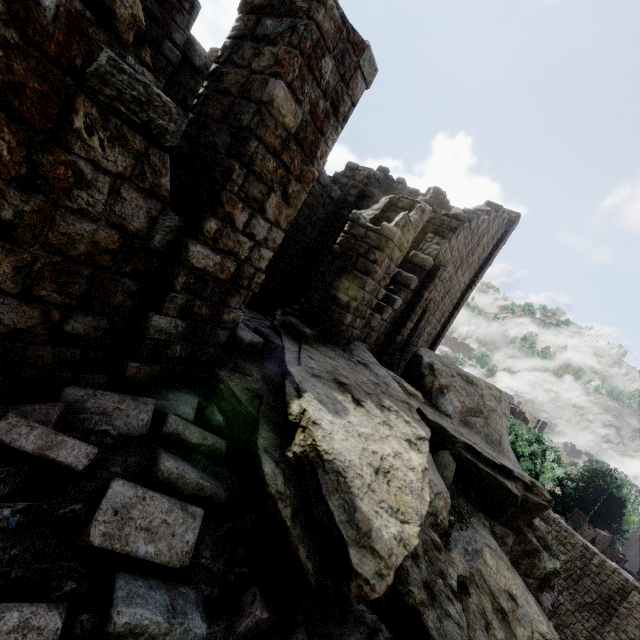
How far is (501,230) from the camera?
19.31m

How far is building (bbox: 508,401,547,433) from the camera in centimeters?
4597cm

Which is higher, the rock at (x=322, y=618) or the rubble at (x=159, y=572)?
the rubble at (x=159, y=572)

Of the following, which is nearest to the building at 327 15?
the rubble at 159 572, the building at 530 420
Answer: the rubble at 159 572

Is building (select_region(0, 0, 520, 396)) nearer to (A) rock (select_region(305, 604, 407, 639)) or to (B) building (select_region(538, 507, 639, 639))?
(A) rock (select_region(305, 604, 407, 639))

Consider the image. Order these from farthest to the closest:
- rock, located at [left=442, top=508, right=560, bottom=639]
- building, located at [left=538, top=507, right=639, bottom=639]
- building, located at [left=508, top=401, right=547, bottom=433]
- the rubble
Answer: building, located at [left=508, top=401, right=547, bottom=433] < building, located at [left=538, top=507, right=639, bottom=639] < rock, located at [left=442, top=508, right=560, bottom=639] < the rubble

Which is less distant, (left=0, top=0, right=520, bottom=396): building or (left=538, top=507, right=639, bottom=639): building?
(left=0, top=0, right=520, bottom=396): building

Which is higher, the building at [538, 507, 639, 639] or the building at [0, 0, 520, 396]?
the building at [0, 0, 520, 396]
